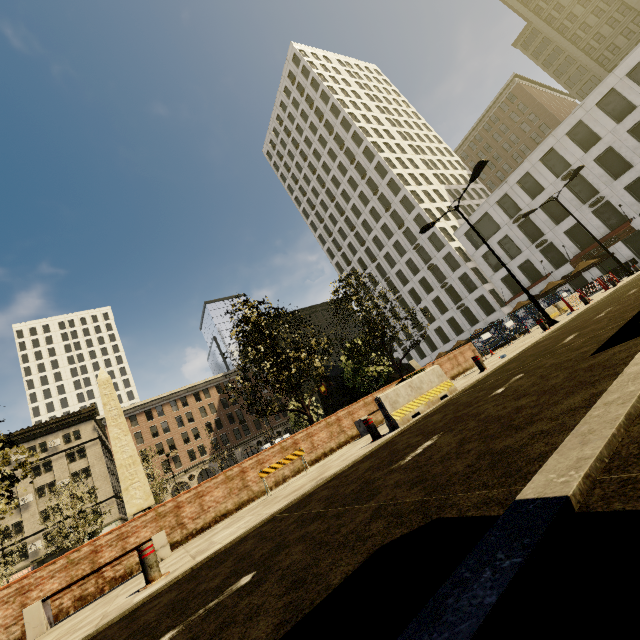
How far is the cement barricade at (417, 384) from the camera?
7.6 meters

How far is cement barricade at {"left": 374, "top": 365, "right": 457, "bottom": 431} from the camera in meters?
7.6 m

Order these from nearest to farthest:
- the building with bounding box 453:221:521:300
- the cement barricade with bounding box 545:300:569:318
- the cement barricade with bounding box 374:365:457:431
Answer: the cement barricade with bounding box 374:365:457:431
the cement barricade with bounding box 545:300:569:318
the building with bounding box 453:221:521:300

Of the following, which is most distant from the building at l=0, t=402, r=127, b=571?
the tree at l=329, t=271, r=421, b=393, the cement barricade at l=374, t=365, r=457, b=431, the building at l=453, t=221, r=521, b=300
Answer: the cement barricade at l=374, t=365, r=457, b=431

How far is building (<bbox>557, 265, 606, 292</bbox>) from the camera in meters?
34.0

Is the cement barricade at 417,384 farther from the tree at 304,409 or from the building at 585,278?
the building at 585,278

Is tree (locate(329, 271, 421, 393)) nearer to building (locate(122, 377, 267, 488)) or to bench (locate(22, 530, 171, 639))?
building (locate(122, 377, 267, 488))

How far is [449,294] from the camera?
49.62m
